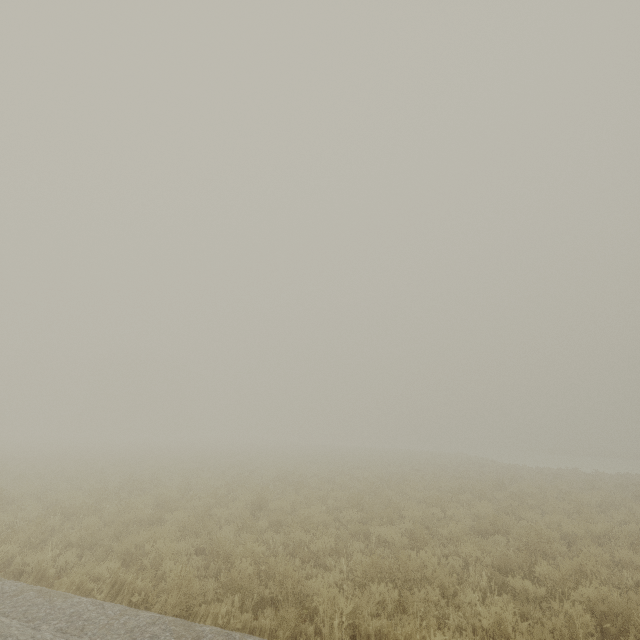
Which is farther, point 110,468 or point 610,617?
point 110,468
